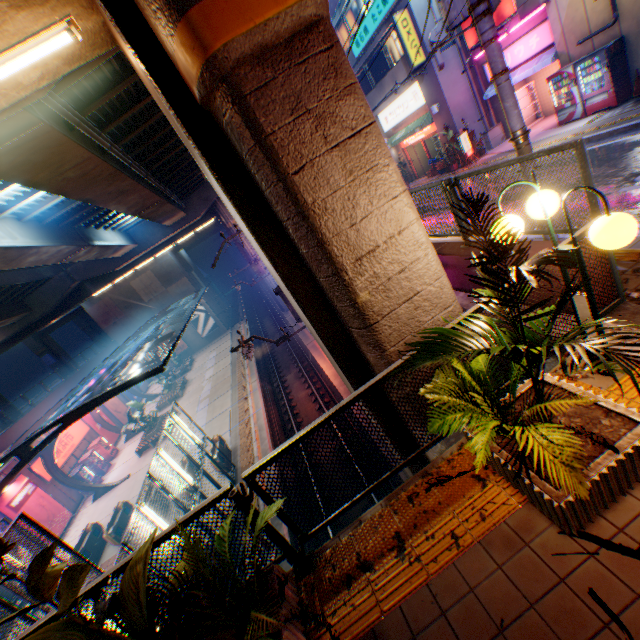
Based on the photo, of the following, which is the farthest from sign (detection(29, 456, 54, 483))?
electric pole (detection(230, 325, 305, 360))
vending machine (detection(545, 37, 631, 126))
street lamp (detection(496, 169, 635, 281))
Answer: vending machine (detection(545, 37, 631, 126))

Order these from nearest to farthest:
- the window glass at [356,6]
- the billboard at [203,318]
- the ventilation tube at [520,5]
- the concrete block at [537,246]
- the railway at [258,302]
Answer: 1. the concrete block at [537,246]
2. the ventilation tube at [520,5]
3. the window glass at [356,6]
4. the railway at [258,302]
5. the billboard at [203,318]

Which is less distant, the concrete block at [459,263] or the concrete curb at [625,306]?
the concrete curb at [625,306]

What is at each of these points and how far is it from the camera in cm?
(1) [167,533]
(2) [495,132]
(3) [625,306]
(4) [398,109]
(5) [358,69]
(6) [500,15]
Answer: (1) metal fence, 311
(2) ventilation tube, 1808
(3) concrete curb, 412
(4) sign, 2112
(5) building, 2202
(6) billboard, 1420

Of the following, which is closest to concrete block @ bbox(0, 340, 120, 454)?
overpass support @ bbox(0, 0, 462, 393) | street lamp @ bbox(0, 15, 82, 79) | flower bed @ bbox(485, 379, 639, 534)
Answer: overpass support @ bbox(0, 0, 462, 393)

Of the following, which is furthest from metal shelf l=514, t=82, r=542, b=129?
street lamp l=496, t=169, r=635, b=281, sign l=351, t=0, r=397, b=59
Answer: street lamp l=496, t=169, r=635, b=281

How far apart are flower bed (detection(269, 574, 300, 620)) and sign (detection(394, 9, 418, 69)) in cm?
2155

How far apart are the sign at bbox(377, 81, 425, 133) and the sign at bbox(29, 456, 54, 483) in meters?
33.4
